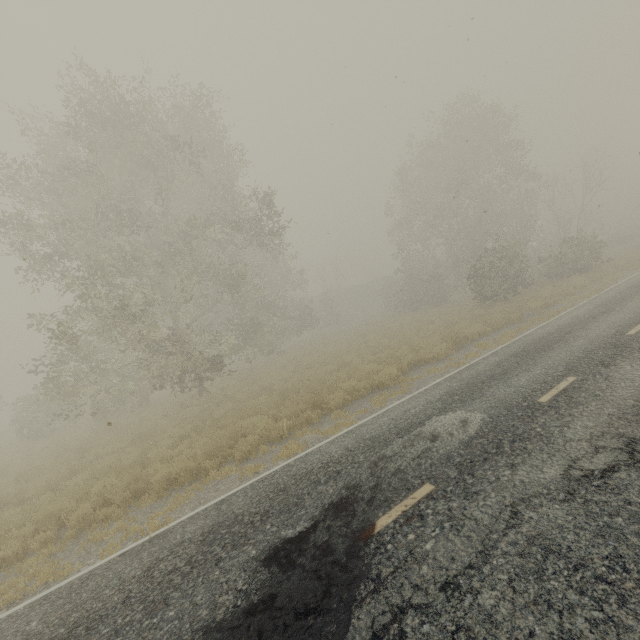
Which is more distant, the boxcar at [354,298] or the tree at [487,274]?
A: the boxcar at [354,298]

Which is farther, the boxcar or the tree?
the boxcar

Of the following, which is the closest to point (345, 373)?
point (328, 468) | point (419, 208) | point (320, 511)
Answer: point (328, 468)

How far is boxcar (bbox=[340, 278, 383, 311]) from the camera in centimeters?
5354cm

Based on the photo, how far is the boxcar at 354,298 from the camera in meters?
53.5
